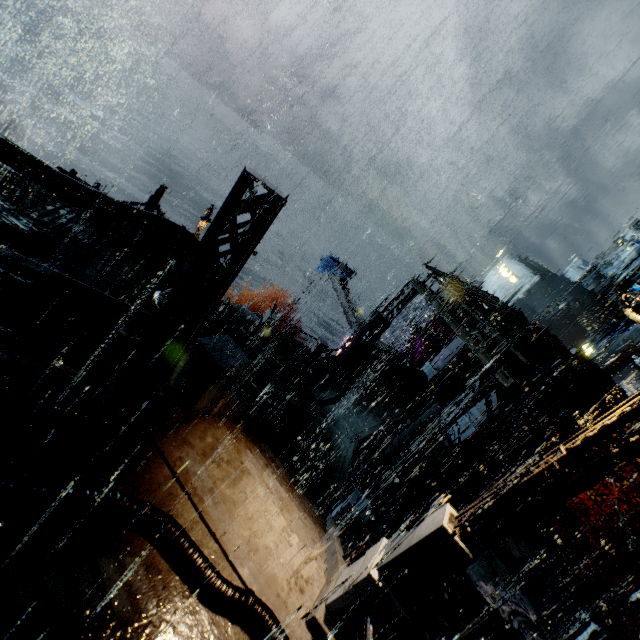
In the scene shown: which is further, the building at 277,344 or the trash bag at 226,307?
the building at 277,344

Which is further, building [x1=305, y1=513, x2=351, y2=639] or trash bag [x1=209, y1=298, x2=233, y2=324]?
trash bag [x1=209, y1=298, x2=233, y2=324]

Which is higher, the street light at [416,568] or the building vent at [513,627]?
the street light at [416,568]

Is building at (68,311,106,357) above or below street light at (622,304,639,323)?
below

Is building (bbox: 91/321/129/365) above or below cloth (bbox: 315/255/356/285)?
below

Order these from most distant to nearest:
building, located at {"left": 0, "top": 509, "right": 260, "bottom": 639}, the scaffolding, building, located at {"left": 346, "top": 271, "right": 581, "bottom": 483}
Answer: building, located at {"left": 346, "top": 271, "right": 581, "bottom": 483} → the scaffolding → building, located at {"left": 0, "top": 509, "right": 260, "bottom": 639}

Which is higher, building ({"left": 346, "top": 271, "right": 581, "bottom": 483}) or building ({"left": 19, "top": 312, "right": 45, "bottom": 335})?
building ({"left": 346, "top": 271, "right": 581, "bottom": 483})

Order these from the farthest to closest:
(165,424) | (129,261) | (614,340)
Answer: (614,340) < (129,261) < (165,424)
